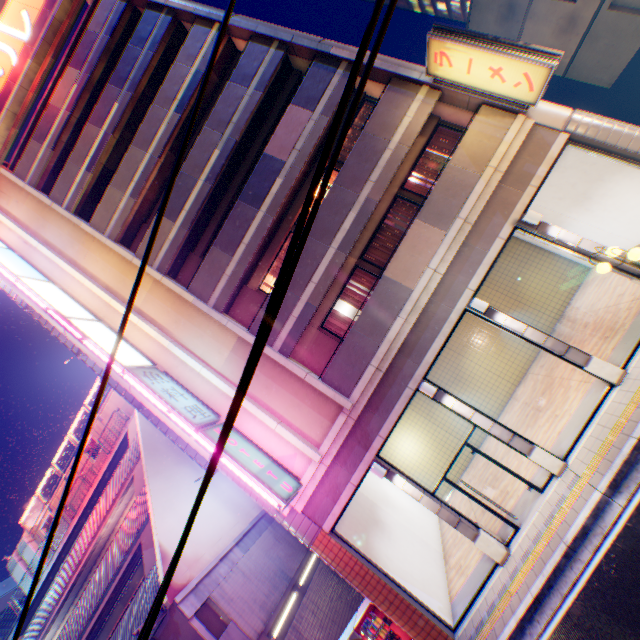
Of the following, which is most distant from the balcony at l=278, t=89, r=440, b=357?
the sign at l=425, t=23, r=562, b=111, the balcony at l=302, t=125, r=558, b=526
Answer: the balcony at l=302, t=125, r=558, b=526

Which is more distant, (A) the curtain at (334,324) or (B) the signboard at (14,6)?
(B) the signboard at (14,6)

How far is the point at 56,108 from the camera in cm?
1568

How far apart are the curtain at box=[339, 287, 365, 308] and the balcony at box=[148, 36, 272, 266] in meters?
7.1 m

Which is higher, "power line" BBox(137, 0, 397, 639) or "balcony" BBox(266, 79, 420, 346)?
"balcony" BBox(266, 79, 420, 346)

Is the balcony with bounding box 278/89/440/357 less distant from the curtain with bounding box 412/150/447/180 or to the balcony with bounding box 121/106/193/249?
the curtain with bounding box 412/150/447/180

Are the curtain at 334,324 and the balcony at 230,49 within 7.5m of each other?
no

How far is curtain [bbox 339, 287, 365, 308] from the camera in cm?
1212
